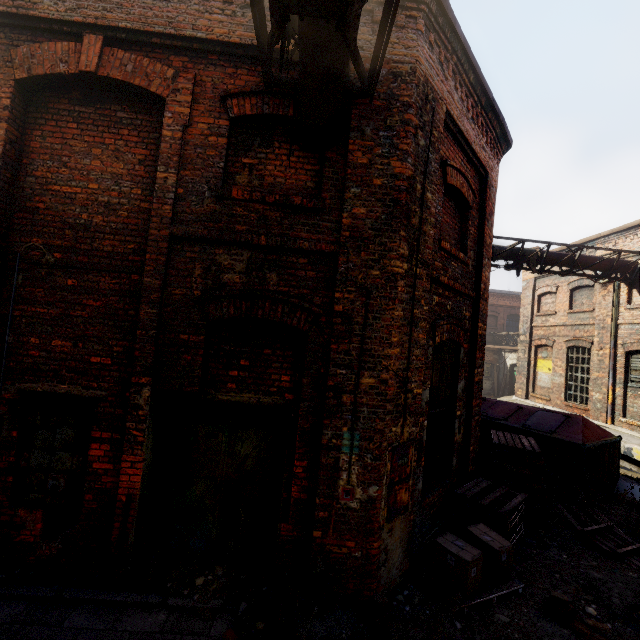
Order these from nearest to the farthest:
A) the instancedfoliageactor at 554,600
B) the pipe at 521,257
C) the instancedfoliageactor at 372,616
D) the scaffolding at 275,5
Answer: the scaffolding at 275,5
the instancedfoliageactor at 372,616
the instancedfoliageactor at 554,600
the pipe at 521,257

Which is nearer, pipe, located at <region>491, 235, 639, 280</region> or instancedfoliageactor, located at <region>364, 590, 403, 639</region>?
instancedfoliageactor, located at <region>364, 590, 403, 639</region>

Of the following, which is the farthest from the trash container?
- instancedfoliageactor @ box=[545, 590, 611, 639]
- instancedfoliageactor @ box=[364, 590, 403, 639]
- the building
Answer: instancedfoliageactor @ box=[364, 590, 403, 639]

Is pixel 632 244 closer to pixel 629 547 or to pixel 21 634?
pixel 629 547

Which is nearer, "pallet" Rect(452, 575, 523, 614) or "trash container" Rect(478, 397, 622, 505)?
"pallet" Rect(452, 575, 523, 614)

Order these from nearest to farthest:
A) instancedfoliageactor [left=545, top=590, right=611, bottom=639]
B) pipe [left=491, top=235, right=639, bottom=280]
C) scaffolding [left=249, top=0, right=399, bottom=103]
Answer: scaffolding [left=249, top=0, right=399, bottom=103]
instancedfoliageactor [left=545, top=590, right=611, bottom=639]
pipe [left=491, top=235, right=639, bottom=280]

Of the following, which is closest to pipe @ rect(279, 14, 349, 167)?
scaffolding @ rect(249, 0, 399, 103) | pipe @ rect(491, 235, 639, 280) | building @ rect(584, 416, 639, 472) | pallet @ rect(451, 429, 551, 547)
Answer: scaffolding @ rect(249, 0, 399, 103)

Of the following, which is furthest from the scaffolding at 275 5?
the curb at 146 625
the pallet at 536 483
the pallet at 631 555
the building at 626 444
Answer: the building at 626 444
